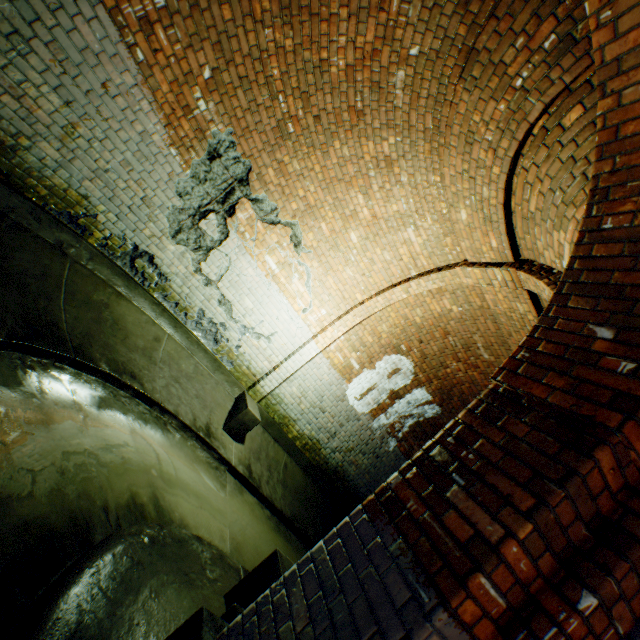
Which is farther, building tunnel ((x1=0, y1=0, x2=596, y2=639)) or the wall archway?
building tunnel ((x1=0, y1=0, x2=596, y2=639))

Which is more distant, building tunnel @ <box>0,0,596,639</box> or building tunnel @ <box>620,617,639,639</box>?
building tunnel @ <box>0,0,596,639</box>

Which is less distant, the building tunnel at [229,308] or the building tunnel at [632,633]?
the building tunnel at [632,633]

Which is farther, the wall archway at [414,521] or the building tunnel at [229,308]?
the building tunnel at [229,308]

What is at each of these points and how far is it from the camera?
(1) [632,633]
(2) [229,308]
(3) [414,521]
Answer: (1) building tunnel, 1.4m
(2) building tunnel, 5.6m
(3) wall archway, 1.6m
